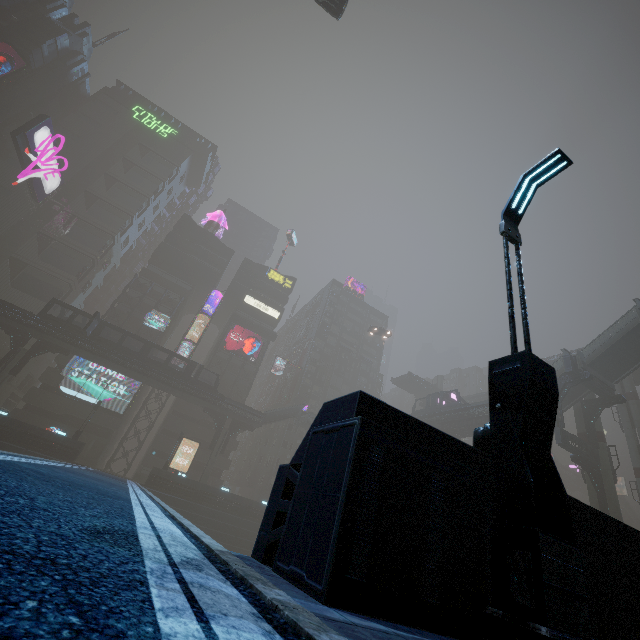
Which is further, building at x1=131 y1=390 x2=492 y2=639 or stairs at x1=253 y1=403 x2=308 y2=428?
stairs at x1=253 y1=403 x2=308 y2=428

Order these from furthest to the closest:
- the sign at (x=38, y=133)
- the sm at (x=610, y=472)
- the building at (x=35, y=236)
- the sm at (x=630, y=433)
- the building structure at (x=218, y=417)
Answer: the building at (x=35, y=236), the sign at (x=38, y=133), the building structure at (x=218, y=417), the sm at (x=630, y=433), the sm at (x=610, y=472)

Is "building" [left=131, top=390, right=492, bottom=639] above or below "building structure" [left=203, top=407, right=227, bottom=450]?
below

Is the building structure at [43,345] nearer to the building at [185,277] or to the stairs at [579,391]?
the building at [185,277]

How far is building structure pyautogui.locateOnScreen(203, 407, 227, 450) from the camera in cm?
4406

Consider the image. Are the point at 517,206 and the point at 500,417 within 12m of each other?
yes

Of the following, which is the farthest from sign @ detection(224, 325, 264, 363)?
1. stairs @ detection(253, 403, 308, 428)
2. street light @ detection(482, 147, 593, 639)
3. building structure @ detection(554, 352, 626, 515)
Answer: street light @ detection(482, 147, 593, 639)

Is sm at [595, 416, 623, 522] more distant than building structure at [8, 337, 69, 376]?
No
